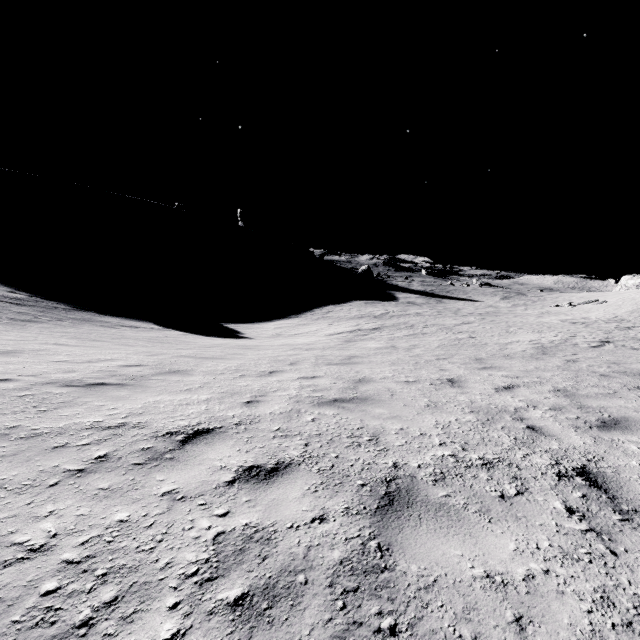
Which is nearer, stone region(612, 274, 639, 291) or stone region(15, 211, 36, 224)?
stone region(612, 274, 639, 291)

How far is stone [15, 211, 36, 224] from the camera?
58.78m

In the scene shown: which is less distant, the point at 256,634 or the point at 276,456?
the point at 256,634

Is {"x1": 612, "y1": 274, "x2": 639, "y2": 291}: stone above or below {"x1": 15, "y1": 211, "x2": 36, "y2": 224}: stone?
below

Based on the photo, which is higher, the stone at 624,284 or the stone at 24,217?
the stone at 24,217

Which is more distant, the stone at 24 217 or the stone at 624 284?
the stone at 24 217
